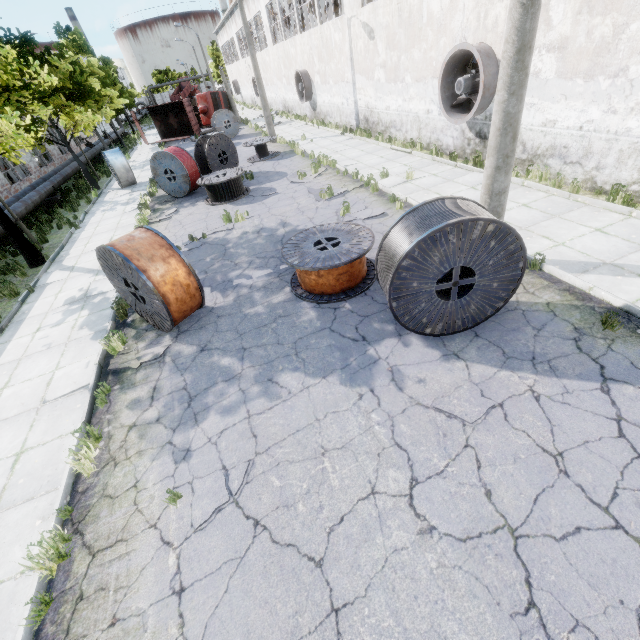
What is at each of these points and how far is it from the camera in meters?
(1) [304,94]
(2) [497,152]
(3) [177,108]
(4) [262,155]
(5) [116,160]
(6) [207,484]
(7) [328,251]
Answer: (1) fan, 23.9
(2) lamp post, 5.5
(3) truck dump body, 31.7
(4) wire spool, 18.8
(5) wire spool, 18.0
(6) asphalt debris, 4.2
(7) wire spool, 6.8

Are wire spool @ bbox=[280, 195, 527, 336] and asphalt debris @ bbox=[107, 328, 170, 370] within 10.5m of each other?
yes

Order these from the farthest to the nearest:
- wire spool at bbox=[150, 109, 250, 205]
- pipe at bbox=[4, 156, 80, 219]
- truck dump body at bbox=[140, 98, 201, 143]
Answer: truck dump body at bbox=[140, 98, 201, 143] → pipe at bbox=[4, 156, 80, 219] → wire spool at bbox=[150, 109, 250, 205]

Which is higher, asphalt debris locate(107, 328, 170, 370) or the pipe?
the pipe

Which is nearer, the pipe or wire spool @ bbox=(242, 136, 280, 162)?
the pipe

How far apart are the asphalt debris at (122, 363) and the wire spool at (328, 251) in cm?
444

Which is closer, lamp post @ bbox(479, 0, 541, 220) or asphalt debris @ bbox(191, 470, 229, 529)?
asphalt debris @ bbox(191, 470, 229, 529)

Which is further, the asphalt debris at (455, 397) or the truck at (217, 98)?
the truck at (217, 98)
